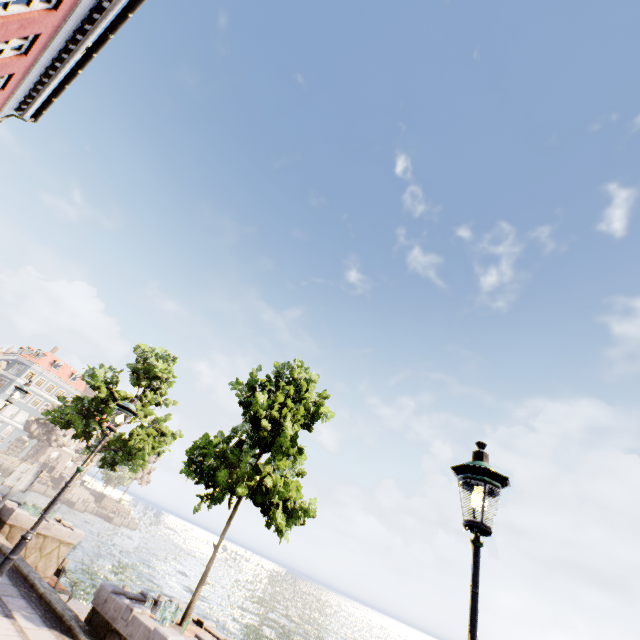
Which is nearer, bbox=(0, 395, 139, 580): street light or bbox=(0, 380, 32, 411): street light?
bbox=(0, 395, 139, 580): street light

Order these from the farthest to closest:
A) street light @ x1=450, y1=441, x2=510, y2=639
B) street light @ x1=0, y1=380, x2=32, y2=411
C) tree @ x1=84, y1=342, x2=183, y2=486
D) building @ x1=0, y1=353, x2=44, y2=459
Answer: building @ x1=0, y1=353, x2=44, y2=459 < tree @ x1=84, y1=342, x2=183, y2=486 < street light @ x1=0, y1=380, x2=32, y2=411 < street light @ x1=450, y1=441, x2=510, y2=639

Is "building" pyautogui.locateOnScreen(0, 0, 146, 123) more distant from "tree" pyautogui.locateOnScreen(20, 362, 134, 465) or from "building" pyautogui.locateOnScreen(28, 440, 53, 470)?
"building" pyautogui.locateOnScreen(28, 440, 53, 470)

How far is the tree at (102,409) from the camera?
11.82m

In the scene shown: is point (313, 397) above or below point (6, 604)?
above

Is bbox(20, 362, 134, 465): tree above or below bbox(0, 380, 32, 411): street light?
below

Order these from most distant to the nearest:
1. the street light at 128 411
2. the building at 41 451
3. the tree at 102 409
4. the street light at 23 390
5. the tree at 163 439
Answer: the building at 41 451, the tree at 163 439, the tree at 102 409, the street light at 23 390, the street light at 128 411

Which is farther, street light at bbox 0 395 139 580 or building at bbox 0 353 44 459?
building at bbox 0 353 44 459
